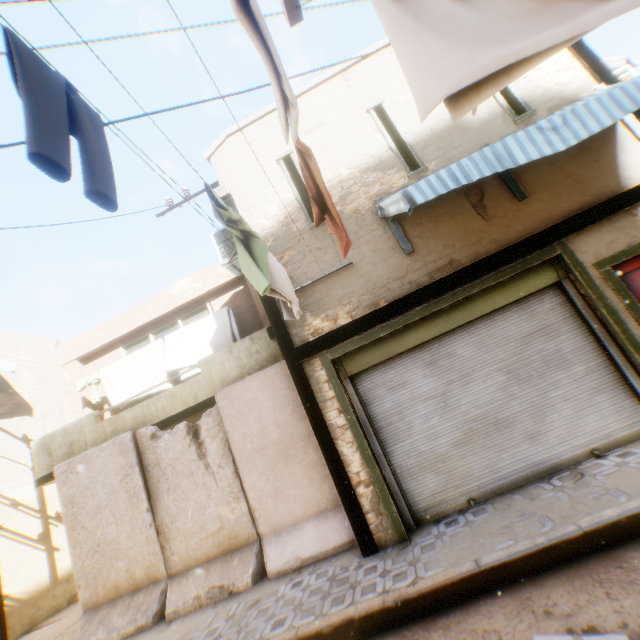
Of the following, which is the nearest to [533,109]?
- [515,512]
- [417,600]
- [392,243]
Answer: [392,243]

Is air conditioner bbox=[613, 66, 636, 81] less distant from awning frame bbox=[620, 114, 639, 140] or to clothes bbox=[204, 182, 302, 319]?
awning frame bbox=[620, 114, 639, 140]

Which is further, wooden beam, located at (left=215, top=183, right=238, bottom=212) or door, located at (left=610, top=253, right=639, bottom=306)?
wooden beam, located at (left=215, top=183, right=238, bottom=212)

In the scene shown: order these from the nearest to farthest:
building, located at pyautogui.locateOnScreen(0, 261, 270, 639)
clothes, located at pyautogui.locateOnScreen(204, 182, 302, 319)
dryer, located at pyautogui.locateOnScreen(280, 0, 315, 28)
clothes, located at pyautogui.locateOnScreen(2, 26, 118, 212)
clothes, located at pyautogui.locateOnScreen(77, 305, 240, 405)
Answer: clothes, located at pyautogui.locateOnScreen(2, 26, 118, 212)
dryer, located at pyautogui.locateOnScreen(280, 0, 315, 28)
clothes, located at pyautogui.locateOnScreen(204, 182, 302, 319)
clothes, located at pyautogui.locateOnScreen(77, 305, 240, 405)
building, located at pyautogui.locateOnScreen(0, 261, 270, 639)

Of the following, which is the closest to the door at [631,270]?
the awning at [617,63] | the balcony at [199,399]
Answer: the awning at [617,63]

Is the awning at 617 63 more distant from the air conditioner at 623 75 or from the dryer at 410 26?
the dryer at 410 26

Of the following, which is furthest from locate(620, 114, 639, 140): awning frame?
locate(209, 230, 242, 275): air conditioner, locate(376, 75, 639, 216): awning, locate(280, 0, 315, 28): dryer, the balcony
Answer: the balcony

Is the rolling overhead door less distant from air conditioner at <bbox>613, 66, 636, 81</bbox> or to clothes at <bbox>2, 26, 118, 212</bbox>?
clothes at <bbox>2, 26, 118, 212</bbox>
